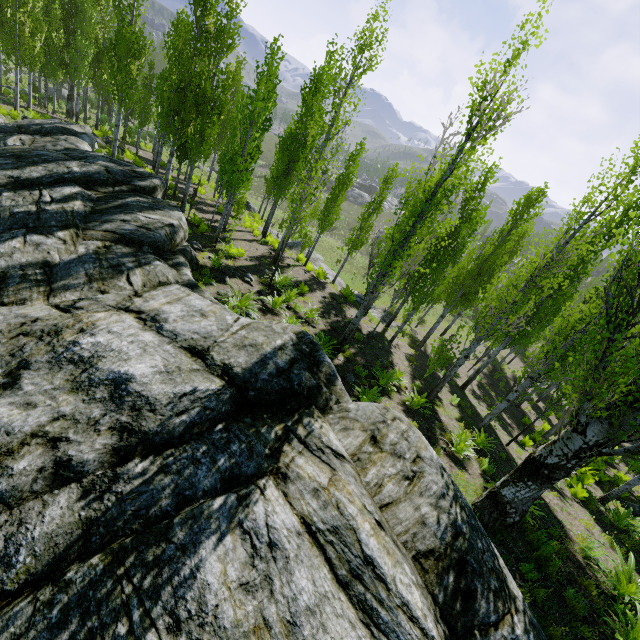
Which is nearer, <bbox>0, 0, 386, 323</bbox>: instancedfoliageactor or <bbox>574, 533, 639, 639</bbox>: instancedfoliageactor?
<bbox>574, 533, 639, 639</bbox>: instancedfoliageactor

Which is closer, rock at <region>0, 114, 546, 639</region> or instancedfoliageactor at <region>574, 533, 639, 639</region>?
rock at <region>0, 114, 546, 639</region>

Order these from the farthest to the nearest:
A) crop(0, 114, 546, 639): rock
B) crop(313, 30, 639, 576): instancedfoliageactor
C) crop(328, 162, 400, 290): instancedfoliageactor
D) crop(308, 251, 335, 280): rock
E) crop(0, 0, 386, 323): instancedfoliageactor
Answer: crop(308, 251, 335, 280): rock < crop(328, 162, 400, 290): instancedfoliageactor < crop(0, 0, 386, 323): instancedfoliageactor < crop(313, 30, 639, 576): instancedfoliageactor < crop(0, 114, 546, 639): rock

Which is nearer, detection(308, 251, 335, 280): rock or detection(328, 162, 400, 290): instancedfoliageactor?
detection(328, 162, 400, 290): instancedfoliageactor

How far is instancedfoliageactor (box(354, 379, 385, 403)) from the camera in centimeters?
888cm

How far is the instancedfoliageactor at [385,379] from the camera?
10.5m

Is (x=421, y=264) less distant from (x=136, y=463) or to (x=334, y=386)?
(x=334, y=386)

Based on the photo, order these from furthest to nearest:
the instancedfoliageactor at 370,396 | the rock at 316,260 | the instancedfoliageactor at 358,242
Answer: the rock at 316,260, the instancedfoliageactor at 358,242, the instancedfoliageactor at 370,396
